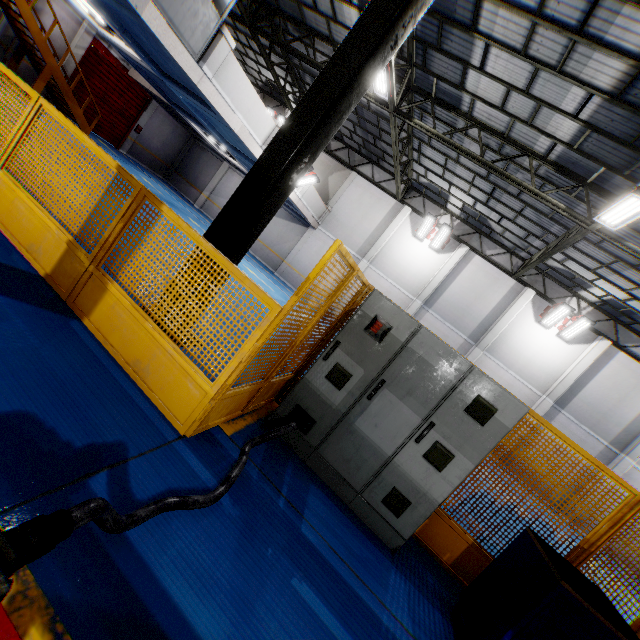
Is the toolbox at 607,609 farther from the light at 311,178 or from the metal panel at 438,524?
the light at 311,178

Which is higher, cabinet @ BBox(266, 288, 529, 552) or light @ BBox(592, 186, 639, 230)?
light @ BBox(592, 186, 639, 230)

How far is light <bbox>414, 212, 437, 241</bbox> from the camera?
17.19m

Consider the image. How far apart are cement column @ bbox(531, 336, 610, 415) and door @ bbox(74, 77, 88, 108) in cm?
2746

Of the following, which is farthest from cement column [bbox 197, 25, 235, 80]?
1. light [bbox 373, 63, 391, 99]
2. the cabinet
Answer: the cabinet

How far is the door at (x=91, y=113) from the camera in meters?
17.5 m

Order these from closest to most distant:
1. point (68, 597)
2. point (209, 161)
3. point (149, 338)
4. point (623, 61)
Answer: point (68, 597), point (149, 338), point (623, 61), point (209, 161)

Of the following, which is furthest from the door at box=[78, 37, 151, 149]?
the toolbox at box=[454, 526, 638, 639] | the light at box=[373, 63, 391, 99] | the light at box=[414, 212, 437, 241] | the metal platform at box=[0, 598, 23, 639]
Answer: the toolbox at box=[454, 526, 638, 639]
